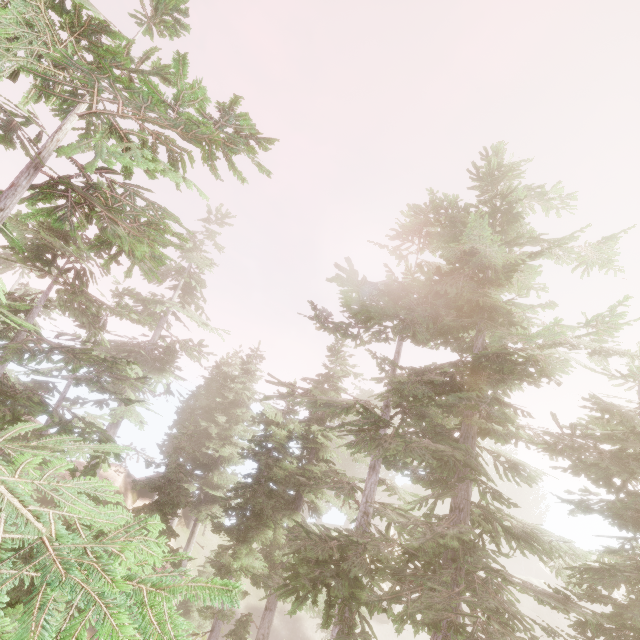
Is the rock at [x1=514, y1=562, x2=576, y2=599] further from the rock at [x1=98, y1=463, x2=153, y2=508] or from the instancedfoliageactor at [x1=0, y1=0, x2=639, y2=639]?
the rock at [x1=98, y1=463, x2=153, y2=508]

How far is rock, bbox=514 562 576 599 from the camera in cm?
4262

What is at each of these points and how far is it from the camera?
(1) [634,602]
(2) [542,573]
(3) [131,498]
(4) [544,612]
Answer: (1) instancedfoliageactor, 7.80m
(2) rock, 53.44m
(3) rock, 27.28m
(4) rock, 39.12m

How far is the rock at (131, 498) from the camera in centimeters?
2616cm

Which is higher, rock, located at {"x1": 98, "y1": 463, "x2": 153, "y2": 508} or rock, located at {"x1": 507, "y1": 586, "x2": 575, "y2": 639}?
rock, located at {"x1": 98, "y1": 463, "x2": 153, "y2": 508}

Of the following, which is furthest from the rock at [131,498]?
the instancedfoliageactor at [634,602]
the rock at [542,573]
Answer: the rock at [542,573]

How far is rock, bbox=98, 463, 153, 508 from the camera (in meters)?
26.16

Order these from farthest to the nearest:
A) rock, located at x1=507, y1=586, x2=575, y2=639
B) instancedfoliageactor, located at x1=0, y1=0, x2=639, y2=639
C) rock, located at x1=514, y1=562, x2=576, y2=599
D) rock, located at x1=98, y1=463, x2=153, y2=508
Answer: rock, located at x1=514, y1=562, x2=576, y2=599
rock, located at x1=507, y1=586, x2=575, y2=639
rock, located at x1=98, y1=463, x2=153, y2=508
instancedfoliageactor, located at x1=0, y1=0, x2=639, y2=639
